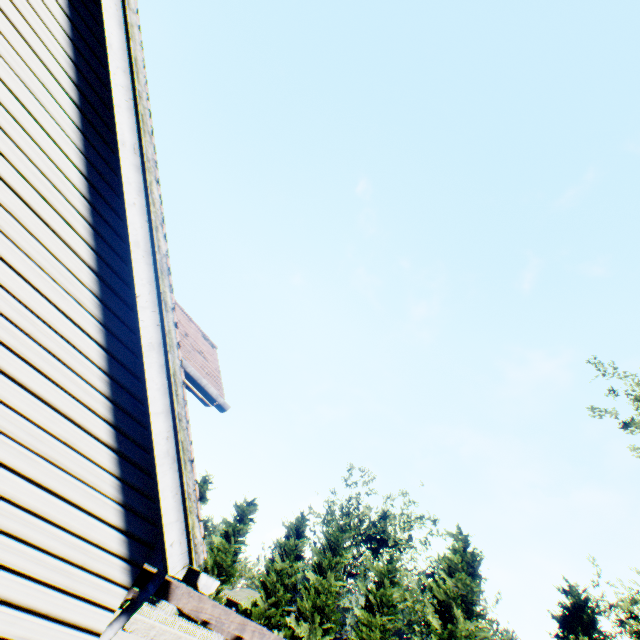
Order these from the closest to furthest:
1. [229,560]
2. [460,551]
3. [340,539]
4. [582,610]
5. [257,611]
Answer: [582,610]
[460,551]
[257,611]
[340,539]
[229,560]

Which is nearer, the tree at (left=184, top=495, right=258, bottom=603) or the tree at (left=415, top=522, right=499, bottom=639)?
the tree at (left=415, top=522, right=499, bottom=639)

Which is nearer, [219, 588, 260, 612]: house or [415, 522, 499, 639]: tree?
[415, 522, 499, 639]: tree

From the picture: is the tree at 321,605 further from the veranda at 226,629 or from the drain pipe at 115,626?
the drain pipe at 115,626

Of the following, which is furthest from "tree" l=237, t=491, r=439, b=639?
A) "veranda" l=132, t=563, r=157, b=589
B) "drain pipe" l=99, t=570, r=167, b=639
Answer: "drain pipe" l=99, t=570, r=167, b=639

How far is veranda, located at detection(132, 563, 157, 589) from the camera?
3.24m

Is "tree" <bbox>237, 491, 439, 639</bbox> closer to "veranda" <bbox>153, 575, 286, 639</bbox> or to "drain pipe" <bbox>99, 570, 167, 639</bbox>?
"veranda" <bbox>153, 575, 286, 639</bbox>

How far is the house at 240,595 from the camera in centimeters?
5228cm
